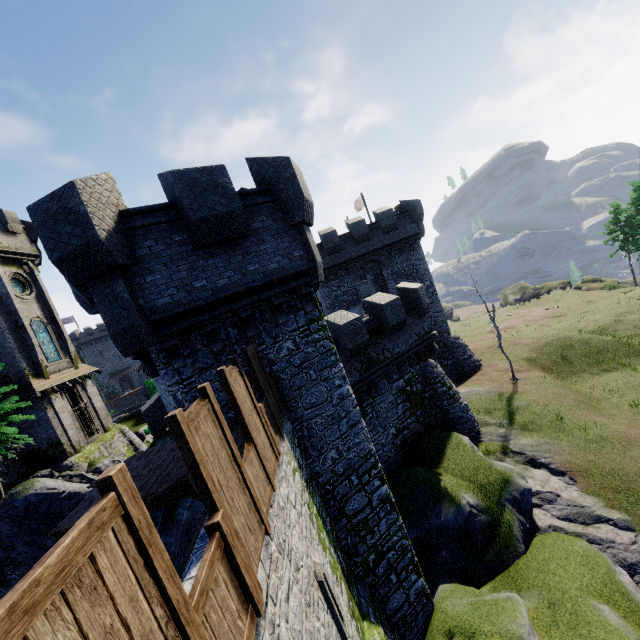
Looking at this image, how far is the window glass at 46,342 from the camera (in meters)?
26.16

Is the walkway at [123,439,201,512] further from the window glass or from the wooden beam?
the window glass

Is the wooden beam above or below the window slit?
above

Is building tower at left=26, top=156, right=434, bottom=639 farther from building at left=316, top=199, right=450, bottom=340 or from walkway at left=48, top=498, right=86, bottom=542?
building at left=316, top=199, right=450, bottom=340

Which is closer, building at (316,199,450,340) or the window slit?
the window slit

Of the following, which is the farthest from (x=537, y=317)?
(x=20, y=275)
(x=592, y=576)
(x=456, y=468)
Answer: (x=20, y=275)

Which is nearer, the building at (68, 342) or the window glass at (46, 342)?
the building at (68, 342)

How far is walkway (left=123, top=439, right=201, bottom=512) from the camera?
6.4m
